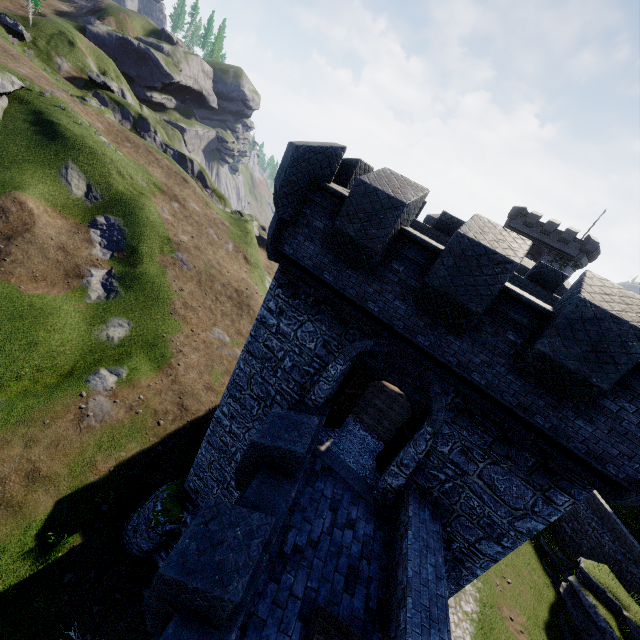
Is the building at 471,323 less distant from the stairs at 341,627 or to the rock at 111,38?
the stairs at 341,627

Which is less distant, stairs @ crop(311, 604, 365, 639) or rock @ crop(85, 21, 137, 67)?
stairs @ crop(311, 604, 365, 639)

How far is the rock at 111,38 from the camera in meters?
57.4 m

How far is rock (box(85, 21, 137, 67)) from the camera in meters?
57.4 m

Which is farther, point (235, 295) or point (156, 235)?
point (235, 295)

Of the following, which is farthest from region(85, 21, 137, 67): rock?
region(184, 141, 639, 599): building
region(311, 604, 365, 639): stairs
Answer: region(311, 604, 365, 639): stairs

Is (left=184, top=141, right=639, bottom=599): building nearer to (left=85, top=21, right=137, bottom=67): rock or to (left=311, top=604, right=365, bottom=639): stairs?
(left=311, top=604, right=365, bottom=639): stairs
